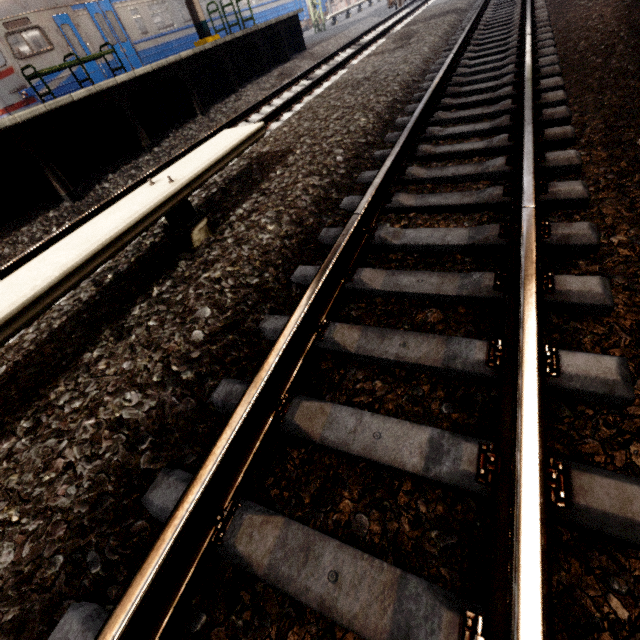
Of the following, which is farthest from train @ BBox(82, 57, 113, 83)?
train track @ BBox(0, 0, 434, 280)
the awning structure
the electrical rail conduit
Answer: the electrical rail conduit

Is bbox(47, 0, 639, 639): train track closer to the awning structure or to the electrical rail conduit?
the electrical rail conduit

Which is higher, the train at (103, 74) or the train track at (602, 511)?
the train at (103, 74)

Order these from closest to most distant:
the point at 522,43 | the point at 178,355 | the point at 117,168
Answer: the point at 178,355, the point at 522,43, the point at 117,168

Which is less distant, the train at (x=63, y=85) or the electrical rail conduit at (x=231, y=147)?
the electrical rail conduit at (x=231, y=147)

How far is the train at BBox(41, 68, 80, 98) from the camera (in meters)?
10.61

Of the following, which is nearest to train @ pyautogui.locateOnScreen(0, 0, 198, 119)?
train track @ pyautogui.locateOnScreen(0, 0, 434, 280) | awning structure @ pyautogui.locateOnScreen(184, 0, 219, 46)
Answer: awning structure @ pyautogui.locateOnScreen(184, 0, 219, 46)
